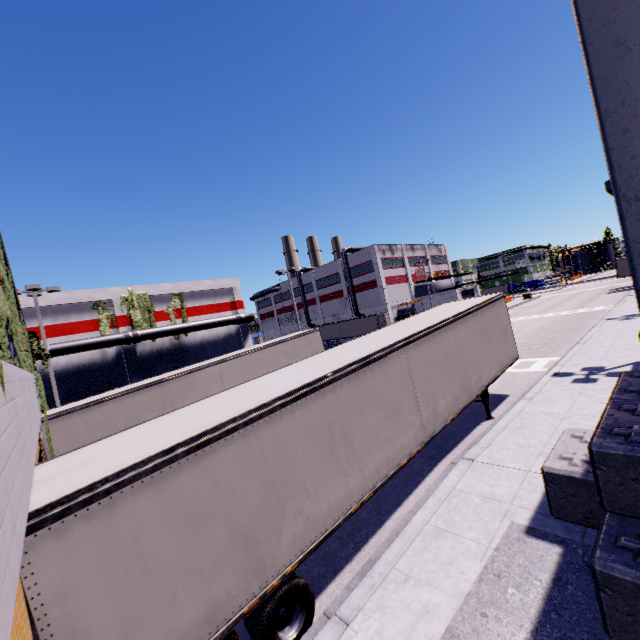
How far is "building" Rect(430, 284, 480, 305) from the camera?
52.2m

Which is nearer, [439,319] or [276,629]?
[276,629]

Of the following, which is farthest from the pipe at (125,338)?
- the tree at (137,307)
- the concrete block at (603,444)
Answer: the concrete block at (603,444)

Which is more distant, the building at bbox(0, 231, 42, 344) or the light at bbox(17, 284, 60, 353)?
the light at bbox(17, 284, 60, 353)

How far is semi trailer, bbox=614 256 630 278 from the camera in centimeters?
4369cm

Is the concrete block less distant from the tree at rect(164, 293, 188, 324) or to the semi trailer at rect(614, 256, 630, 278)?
the semi trailer at rect(614, 256, 630, 278)

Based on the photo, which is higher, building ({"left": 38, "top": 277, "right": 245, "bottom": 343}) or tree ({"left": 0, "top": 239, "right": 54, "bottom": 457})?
building ({"left": 38, "top": 277, "right": 245, "bottom": 343})

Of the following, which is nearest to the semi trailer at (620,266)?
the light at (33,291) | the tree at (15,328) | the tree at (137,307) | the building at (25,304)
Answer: the building at (25,304)
